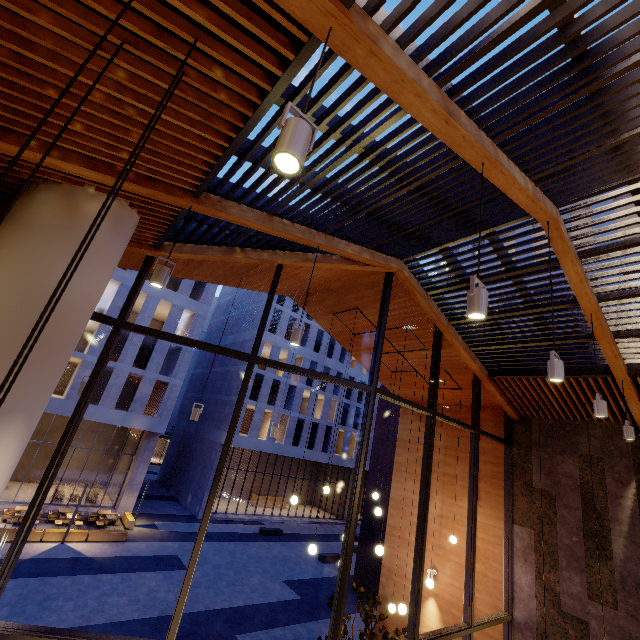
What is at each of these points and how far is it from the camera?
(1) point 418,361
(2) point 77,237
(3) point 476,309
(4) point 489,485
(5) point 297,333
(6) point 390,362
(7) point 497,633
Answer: (1) building, 9.64m
(2) column, 3.67m
(3) lamp, 2.65m
(4) building, 9.18m
(5) lamp, 4.73m
(6) building, 10.41m
(7) building, 7.85m

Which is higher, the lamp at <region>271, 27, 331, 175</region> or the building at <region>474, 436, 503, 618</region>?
the lamp at <region>271, 27, 331, 175</region>

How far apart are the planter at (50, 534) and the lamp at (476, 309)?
24.29m

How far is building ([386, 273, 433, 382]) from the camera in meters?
7.6 m

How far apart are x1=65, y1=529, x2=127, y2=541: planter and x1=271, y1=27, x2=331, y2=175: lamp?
24.7 meters

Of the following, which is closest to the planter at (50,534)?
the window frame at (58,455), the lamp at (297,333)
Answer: the window frame at (58,455)

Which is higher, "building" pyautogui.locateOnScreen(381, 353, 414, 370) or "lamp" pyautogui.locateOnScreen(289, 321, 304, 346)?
"building" pyautogui.locateOnScreen(381, 353, 414, 370)

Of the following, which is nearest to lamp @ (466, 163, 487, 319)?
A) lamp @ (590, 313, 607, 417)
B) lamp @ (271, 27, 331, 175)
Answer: lamp @ (271, 27, 331, 175)
